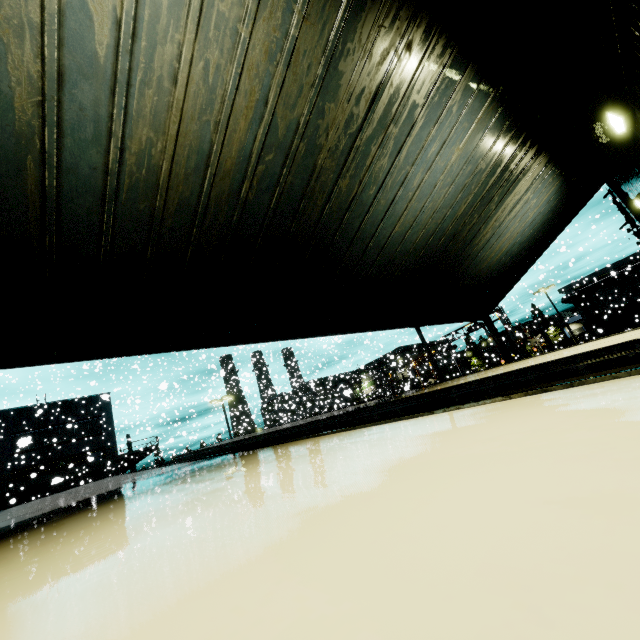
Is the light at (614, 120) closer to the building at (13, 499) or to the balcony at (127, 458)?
the building at (13, 499)

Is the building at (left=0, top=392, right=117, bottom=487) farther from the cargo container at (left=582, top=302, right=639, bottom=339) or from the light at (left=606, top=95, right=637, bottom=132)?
the cargo container at (left=582, top=302, right=639, bottom=339)

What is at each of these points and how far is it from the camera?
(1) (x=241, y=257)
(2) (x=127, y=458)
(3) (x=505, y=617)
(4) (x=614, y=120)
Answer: (1) building, 4.8m
(2) balcony, 35.0m
(3) semi trailer, 0.3m
(4) light, 4.0m

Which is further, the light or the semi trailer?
the light

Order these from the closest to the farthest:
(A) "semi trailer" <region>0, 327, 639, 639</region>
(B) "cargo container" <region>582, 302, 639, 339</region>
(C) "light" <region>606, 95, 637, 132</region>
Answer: (A) "semi trailer" <region>0, 327, 639, 639</region>, (C) "light" <region>606, 95, 637, 132</region>, (B) "cargo container" <region>582, 302, 639, 339</region>

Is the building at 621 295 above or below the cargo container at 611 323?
above

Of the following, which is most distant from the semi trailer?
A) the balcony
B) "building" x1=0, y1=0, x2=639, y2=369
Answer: the balcony

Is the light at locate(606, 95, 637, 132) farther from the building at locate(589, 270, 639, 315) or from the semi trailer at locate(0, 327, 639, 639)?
the semi trailer at locate(0, 327, 639, 639)
